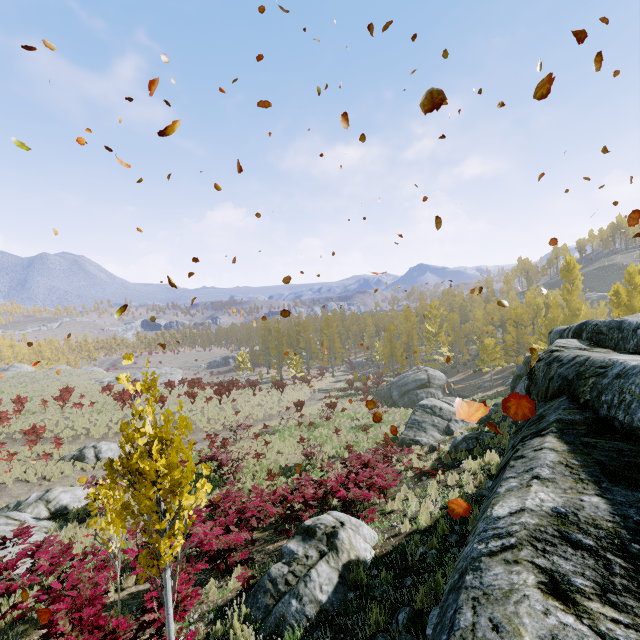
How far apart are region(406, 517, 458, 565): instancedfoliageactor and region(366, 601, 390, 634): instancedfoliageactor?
1.4m

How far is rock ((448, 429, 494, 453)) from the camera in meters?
13.3 m

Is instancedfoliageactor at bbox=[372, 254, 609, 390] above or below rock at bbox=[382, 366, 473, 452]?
above

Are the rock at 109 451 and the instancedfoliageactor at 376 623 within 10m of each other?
no

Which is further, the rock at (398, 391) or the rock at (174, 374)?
the rock at (174, 374)

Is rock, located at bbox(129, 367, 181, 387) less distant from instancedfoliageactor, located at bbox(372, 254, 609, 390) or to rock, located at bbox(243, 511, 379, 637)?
instancedfoliageactor, located at bbox(372, 254, 609, 390)

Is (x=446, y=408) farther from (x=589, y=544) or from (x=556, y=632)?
(x=556, y=632)

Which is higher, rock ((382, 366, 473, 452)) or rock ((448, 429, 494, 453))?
rock ((448, 429, 494, 453))
